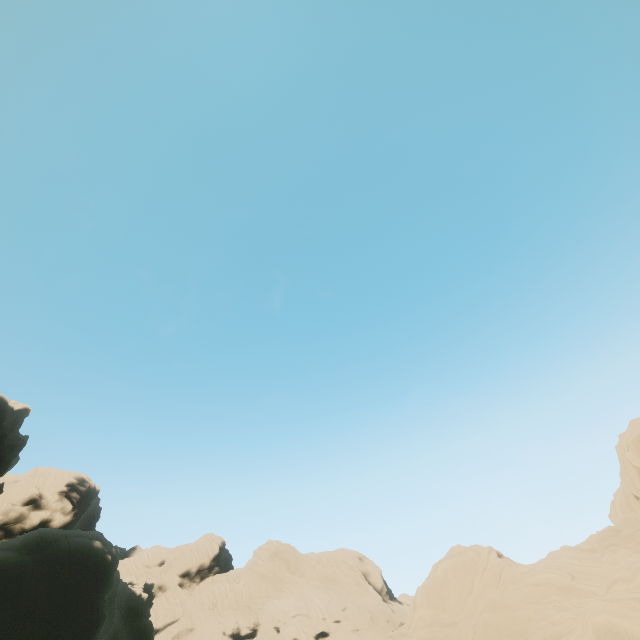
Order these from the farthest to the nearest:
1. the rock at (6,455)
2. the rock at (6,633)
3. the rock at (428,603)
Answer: Answer:
the rock at (6,455)
the rock at (6,633)
the rock at (428,603)

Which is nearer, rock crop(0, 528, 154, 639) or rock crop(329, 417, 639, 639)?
rock crop(329, 417, 639, 639)

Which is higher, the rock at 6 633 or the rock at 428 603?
the rock at 6 633

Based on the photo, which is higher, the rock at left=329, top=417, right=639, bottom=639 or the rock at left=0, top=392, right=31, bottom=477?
the rock at left=0, top=392, right=31, bottom=477

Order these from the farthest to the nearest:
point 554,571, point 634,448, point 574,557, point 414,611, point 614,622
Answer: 1. point 634,448
2. point 414,611
3. point 574,557
4. point 554,571
5. point 614,622

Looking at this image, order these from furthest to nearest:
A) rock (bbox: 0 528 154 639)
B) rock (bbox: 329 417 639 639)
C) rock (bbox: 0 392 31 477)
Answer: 1. rock (bbox: 0 392 31 477)
2. rock (bbox: 0 528 154 639)
3. rock (bbox: 329 417 639 639)
